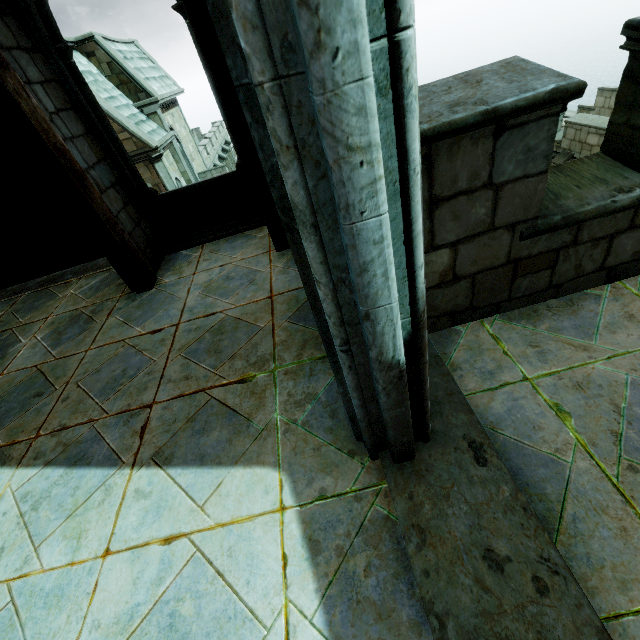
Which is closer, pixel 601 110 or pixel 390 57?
pixel 390 57

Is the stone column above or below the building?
below

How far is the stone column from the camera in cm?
2827

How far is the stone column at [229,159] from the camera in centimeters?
2827cm

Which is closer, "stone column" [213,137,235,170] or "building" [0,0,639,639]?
"building" [0,0,639,639]

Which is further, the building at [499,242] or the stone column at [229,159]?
the stone column at [229,159]
